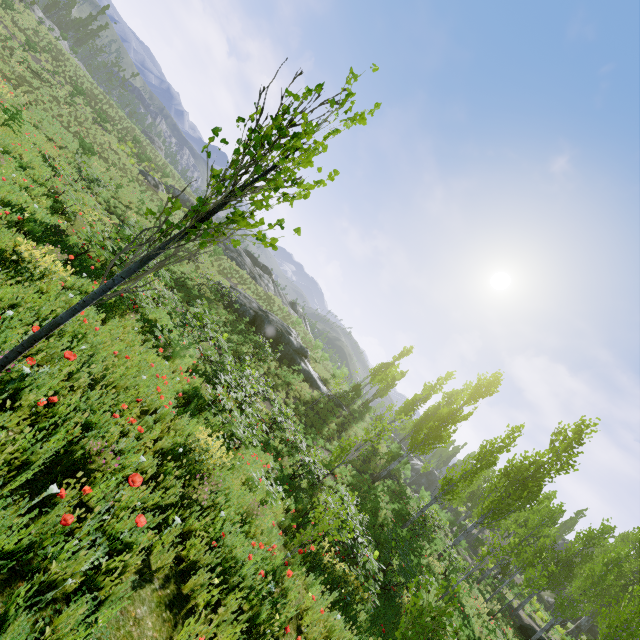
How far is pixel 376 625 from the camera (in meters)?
7.93

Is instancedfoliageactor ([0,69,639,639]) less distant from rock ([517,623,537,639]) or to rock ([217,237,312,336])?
rock ([217,237,312,336])

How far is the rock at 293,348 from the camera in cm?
2541

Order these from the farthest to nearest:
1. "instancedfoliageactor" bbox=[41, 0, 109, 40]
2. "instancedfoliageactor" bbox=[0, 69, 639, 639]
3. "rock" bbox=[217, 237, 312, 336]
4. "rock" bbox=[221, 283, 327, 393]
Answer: "instancedfoliageactor" bbox=[41, 0, 109, 40], "rock" bbox=[217, 237, 312, 336], "rock" bbox=[221, 283, 327, 393], "instancedfoliageactor" bbox=[0, 69, 639, 639]

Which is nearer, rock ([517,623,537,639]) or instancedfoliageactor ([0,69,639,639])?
instancedfoliageactor ([0,69,639,639])

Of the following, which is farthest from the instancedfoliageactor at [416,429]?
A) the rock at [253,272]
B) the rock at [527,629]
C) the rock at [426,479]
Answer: the rock at [426,479]

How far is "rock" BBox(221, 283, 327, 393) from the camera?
25.4 meters

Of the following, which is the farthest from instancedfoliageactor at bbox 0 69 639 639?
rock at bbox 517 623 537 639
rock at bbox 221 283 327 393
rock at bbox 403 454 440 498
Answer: rock at bbox 221 283 327 393
